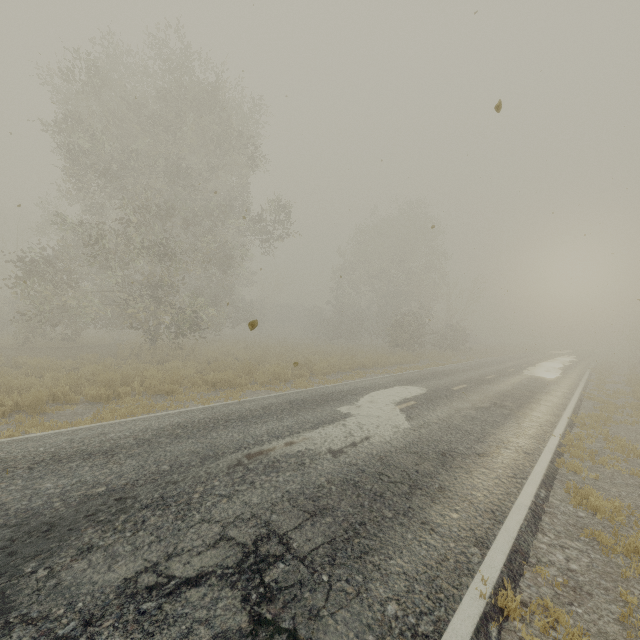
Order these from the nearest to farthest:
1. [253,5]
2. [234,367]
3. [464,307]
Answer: [253,5] < [234,367] < [464,307]

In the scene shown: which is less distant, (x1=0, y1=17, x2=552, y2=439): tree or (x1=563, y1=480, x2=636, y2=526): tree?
(x1=563, y1=480, x2=636, y2=526): tree

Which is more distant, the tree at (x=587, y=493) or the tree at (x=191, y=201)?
the tree at (x=191, y=201)
